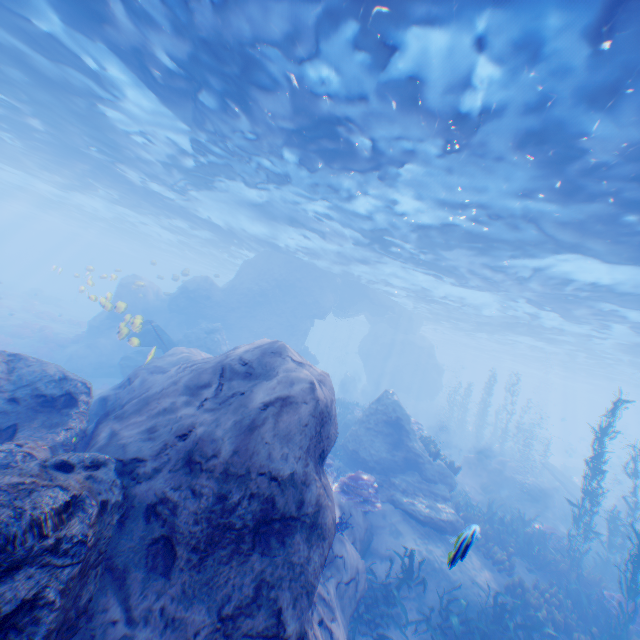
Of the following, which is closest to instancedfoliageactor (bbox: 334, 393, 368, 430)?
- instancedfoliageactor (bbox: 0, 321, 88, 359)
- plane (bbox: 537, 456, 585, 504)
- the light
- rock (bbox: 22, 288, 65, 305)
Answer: plane (bbox: 537, 456, 585, 504)

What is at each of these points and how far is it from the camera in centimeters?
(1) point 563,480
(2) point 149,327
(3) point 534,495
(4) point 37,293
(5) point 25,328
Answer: (1) plane, 2252cm
(2) plane, 1906cm
(3) eel, 1695cm
(4) rock, 4219cm
(5) instancedfoliageactor, 2619cm

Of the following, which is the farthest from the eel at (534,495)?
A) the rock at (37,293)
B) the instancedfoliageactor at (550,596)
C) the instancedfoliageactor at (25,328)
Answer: the rock at (37,293)

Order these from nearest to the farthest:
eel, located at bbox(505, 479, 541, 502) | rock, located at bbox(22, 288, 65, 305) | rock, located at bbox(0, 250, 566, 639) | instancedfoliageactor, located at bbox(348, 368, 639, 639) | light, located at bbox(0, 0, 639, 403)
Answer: rock, located at bbox(0, 250, 566, 639)
light, located at bbox(0, 0, 639, 403)
instancedfoliageactor, located at bbox(348, 368, 639, 639)
eel, located at bbox(505, 479, 541, 502)
rock, located at bbox(22, 288, 65, 305)

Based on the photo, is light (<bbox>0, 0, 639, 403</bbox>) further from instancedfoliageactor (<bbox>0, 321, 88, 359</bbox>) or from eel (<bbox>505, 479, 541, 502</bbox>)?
eel (<bbox>505, 479, 541, 502</bbox>)

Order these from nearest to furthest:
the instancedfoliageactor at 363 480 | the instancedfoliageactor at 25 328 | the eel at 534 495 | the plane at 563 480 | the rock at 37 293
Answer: the instancedfoliageactor at 363 480
the eel at 534 495
the plane at 563 480
the instancedfoliageactor at 25 328
the rock at 37 293

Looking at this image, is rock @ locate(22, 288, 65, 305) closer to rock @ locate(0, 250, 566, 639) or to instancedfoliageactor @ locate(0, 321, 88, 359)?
rock @ locate(0, 250, 566, 639)
